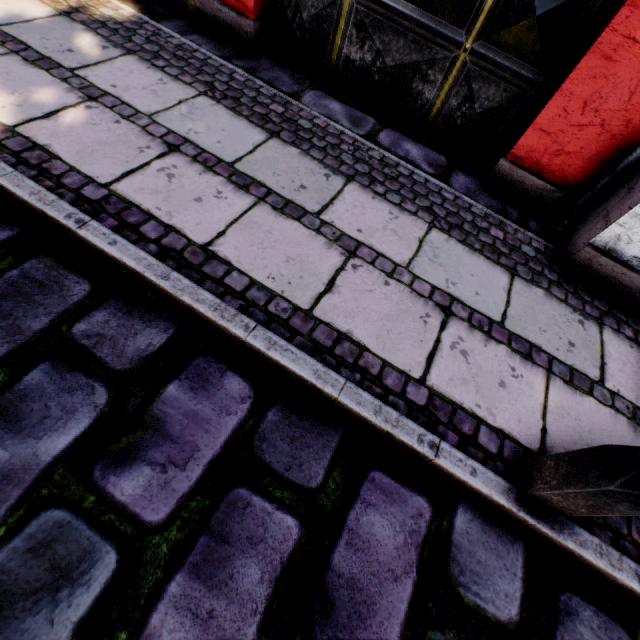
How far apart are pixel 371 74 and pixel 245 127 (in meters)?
1.39

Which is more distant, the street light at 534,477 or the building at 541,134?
the building at 541,134

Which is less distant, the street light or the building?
the street light
